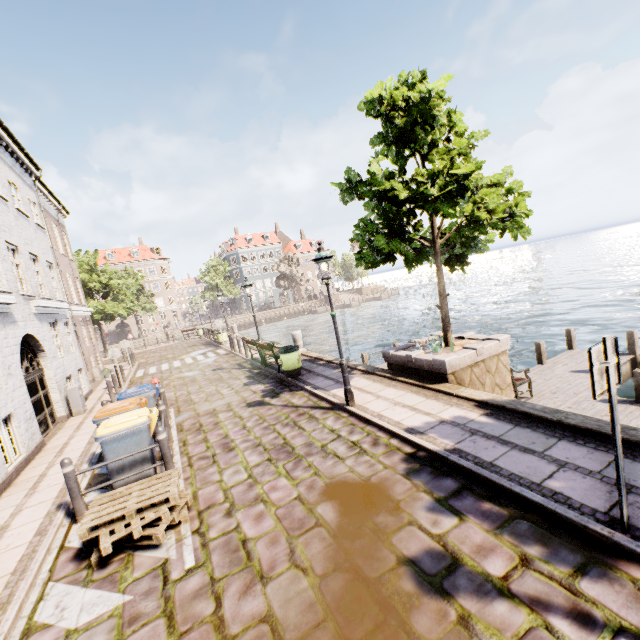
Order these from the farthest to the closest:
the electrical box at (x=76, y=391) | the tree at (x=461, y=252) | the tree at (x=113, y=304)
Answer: the tree at (x=113, y=304) → the electrical box at (x=76, y=391) → the tree at (x=461, y=252)

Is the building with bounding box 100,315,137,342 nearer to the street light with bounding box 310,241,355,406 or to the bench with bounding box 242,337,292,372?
the street light with bounding box 310,241,355,406

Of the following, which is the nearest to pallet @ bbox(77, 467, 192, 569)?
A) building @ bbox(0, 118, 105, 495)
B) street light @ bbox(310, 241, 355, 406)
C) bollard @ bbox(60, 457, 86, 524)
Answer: bollard @ bbox(60, 457, 86, 524)

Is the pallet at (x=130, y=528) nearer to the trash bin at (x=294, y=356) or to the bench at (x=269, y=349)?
the trash bin at (x=294, y=356)

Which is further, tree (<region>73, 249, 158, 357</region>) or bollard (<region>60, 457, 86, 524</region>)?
tree (<region>73, 249, 158, 357</region>)

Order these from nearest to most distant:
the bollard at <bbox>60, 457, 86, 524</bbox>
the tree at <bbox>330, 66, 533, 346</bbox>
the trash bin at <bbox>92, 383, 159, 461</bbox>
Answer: the bollard at <bbox>60, 457, 86, 524</bbox> < the trash bin at <bbox>92, 383, 159, 461</bbox> < the tree at <bbox>330, 66, 533, 346</bbox>

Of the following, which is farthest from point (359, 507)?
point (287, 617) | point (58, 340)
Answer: point (58, 340)

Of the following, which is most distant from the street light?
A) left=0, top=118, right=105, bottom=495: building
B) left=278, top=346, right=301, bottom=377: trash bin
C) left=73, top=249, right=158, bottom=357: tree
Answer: left=73, top=249, right=158, bottom=357: tree
